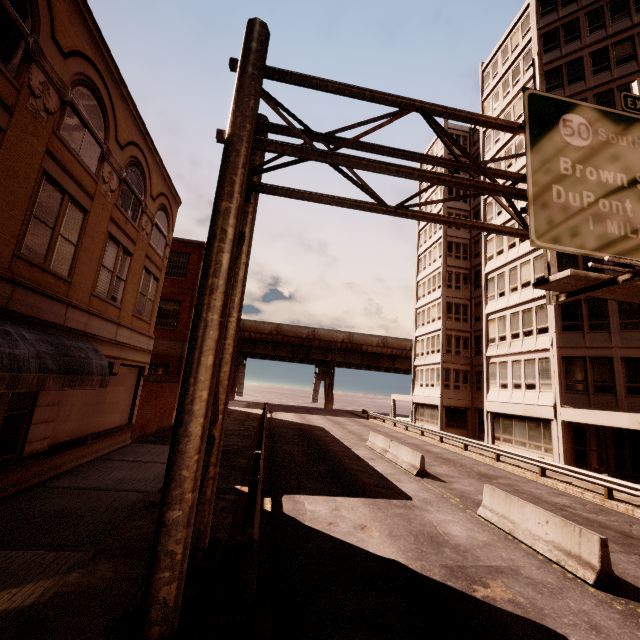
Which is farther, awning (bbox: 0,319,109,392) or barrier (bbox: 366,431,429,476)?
barrier (bbox: 366,431,429,476)

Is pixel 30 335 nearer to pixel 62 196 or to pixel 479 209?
pixel 62 196

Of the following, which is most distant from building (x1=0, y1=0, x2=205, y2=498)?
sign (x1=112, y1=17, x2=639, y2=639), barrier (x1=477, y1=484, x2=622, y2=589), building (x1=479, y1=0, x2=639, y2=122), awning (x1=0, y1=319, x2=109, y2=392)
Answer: building (x1=479, y1=0, x2=639, y2=122)

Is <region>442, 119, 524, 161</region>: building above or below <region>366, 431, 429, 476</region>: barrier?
above

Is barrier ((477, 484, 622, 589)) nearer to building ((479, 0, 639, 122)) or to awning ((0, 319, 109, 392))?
building ((479, 0, 639, 122))

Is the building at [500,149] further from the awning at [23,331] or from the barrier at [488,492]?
the awning at [23,331]

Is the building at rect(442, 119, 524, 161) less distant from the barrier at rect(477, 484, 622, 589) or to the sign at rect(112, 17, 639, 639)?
the sign at rect(112, 17, 639, 639)

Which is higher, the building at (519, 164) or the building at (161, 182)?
the building at (519, 164)
